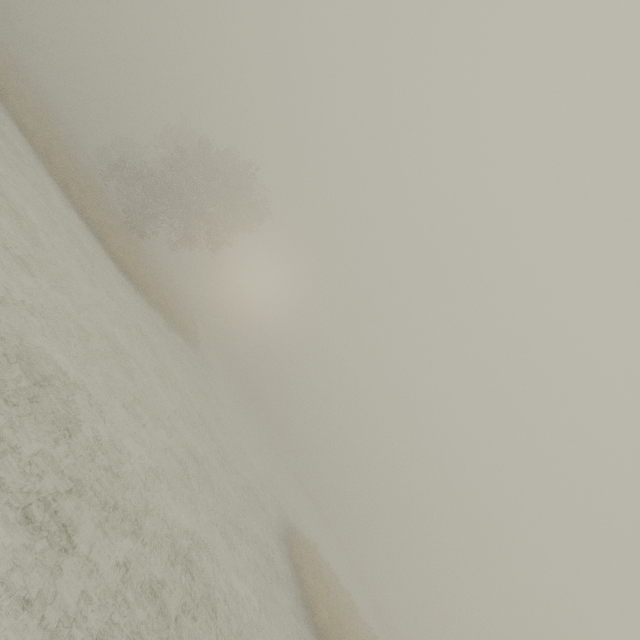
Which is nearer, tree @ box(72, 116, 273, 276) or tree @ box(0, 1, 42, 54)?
tree @ box(72, 116, 273, 276)

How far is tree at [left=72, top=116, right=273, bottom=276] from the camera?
28.11m

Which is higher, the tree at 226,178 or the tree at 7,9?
the tree at 226,178

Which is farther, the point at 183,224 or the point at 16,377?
the point at 183,224

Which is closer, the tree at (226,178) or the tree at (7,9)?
the tree at (226,178)

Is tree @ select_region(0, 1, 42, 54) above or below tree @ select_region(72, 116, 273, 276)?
below
